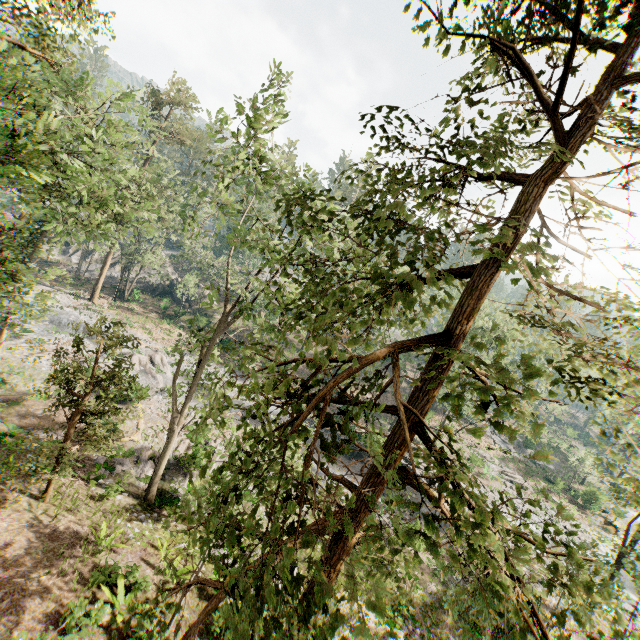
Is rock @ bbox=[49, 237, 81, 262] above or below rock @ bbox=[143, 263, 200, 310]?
below

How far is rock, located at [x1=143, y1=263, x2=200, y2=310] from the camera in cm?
4825

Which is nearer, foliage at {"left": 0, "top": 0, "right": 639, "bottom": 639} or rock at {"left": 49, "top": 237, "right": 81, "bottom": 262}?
foliage at {"left": 0, "top": 0, "right": 639, "bottom": 639}

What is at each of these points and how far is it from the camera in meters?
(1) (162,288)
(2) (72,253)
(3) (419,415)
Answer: (1) rock, 48.8 m
(2) rock, 52.3 m
(3) foliage, 3.2 m

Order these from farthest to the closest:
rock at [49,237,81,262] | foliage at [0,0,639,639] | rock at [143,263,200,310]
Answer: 1. rock at [49,237,81,262]
2. rock at [143,263,200,310]
3. foliage at [0,0,639,639]

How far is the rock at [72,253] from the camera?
51.22m
